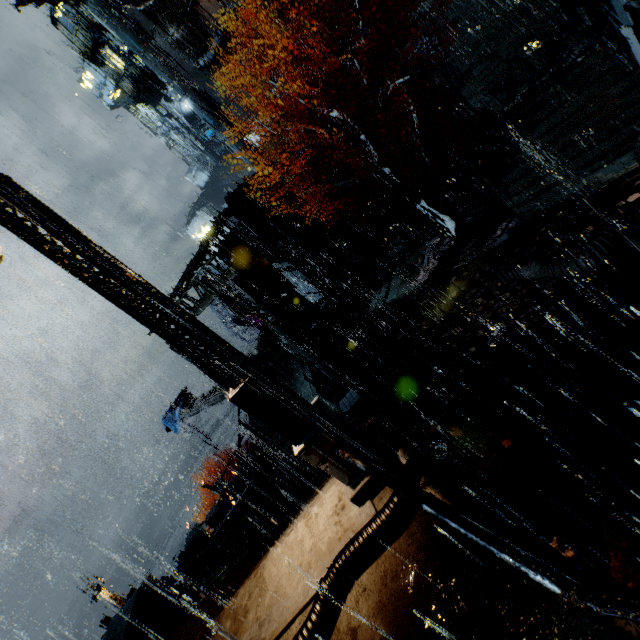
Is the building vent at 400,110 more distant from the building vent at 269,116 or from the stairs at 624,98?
the building vent at 269,116

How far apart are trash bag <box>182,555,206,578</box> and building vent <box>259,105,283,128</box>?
37.3m

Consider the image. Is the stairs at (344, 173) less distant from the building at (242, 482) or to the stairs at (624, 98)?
the building at (242, 482)

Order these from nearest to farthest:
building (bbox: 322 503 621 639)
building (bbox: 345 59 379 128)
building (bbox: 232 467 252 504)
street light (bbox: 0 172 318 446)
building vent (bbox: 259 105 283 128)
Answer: building (bbox: 322 503 621 639) → street light (bbox: 0 172 318 446) → building (bbox: 232 467 252 504) → building (bbox: 345 59 379 128) → building vent (bbox: 259 105 283 128)

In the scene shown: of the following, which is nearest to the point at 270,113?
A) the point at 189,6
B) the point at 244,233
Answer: the point at 189,6

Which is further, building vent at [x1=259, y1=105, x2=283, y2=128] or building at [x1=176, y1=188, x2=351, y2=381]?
building vent at [x1=259, y1=105, x2=283, y2=128]

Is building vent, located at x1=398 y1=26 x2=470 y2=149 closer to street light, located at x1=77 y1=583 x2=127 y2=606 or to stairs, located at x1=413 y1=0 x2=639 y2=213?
stairs, located at x1=413 y1=0 x2=639 y2=213

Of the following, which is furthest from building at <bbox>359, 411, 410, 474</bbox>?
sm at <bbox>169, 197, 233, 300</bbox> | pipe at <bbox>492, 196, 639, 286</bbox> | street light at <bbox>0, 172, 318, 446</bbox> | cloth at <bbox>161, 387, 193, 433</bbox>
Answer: cloth at <bbox>161, 387, 193, 433</bbox>
